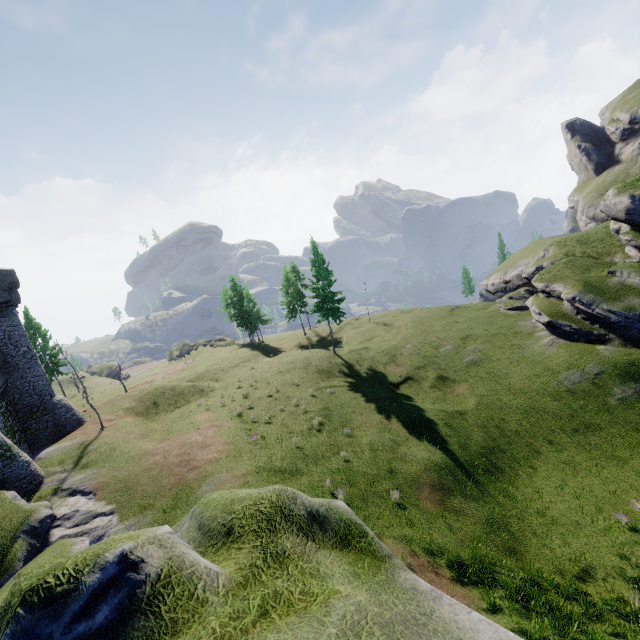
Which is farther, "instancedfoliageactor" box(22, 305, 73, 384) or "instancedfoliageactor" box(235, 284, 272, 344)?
"instancedfoliageactor" box(235, 284, 272, 344)

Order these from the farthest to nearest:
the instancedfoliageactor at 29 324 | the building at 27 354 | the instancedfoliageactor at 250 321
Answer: the instancedfoliageactor at 250 321, the instancedfoliageactor at 29 324, the building at 27 354

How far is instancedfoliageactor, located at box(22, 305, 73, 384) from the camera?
42.4m

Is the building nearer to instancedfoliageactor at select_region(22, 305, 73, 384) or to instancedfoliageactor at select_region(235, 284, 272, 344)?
instancedfoliageactor at select_region(22, 305, 73, 384)

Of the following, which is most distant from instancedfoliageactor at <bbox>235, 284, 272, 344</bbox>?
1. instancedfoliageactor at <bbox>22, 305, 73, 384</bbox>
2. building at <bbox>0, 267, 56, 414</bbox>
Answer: building at <bbox>0, 267, 56, 414</bbox>

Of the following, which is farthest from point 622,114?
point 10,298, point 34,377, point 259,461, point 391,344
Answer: point 34,377

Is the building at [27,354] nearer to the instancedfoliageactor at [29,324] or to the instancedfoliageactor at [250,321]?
the instancedfoliageactor at [29,324]
